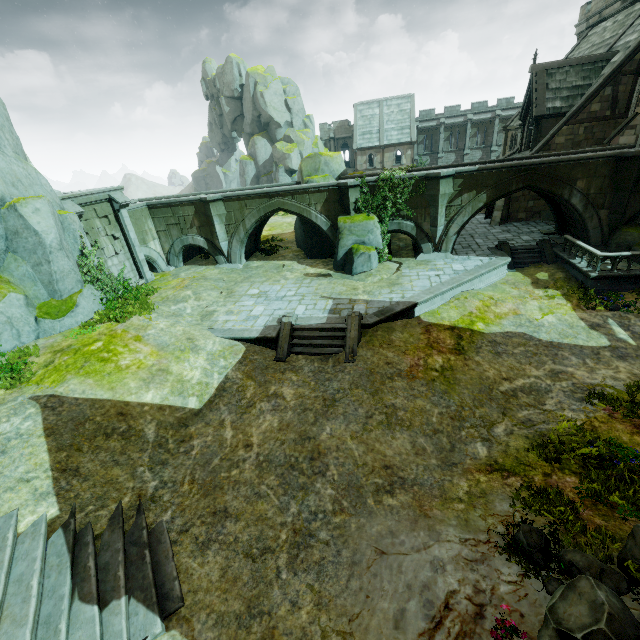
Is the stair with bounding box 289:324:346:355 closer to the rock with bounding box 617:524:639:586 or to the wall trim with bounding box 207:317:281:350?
the wall trim with bounding box 207:317:281:350

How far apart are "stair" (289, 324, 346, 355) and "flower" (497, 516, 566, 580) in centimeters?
797cm

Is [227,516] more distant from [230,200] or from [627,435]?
[230,200]

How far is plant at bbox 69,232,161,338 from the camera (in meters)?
14.05

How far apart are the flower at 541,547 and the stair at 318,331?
7.97m

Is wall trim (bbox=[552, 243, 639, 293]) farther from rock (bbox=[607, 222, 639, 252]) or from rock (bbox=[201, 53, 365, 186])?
rock (bbox=[201, 53, 365, 186])

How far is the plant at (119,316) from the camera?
14.0 meters

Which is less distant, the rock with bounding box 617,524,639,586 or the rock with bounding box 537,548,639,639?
the rock with bounding box 537,548,639,639
